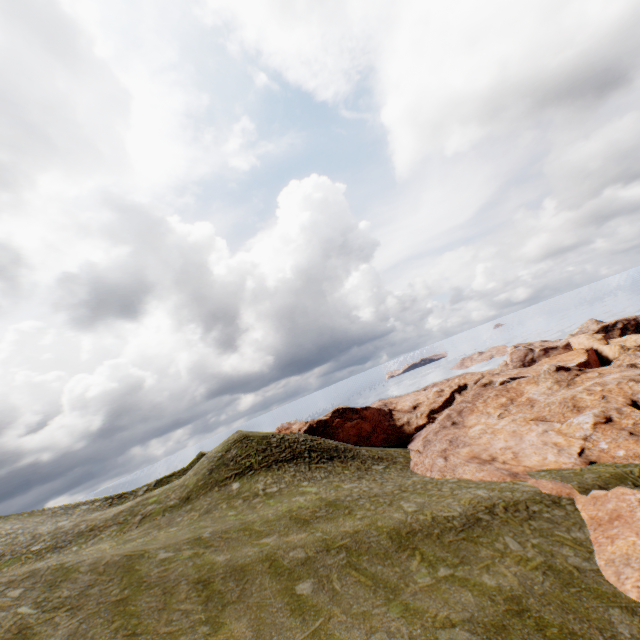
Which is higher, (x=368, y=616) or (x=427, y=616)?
(x=368, y=616)
